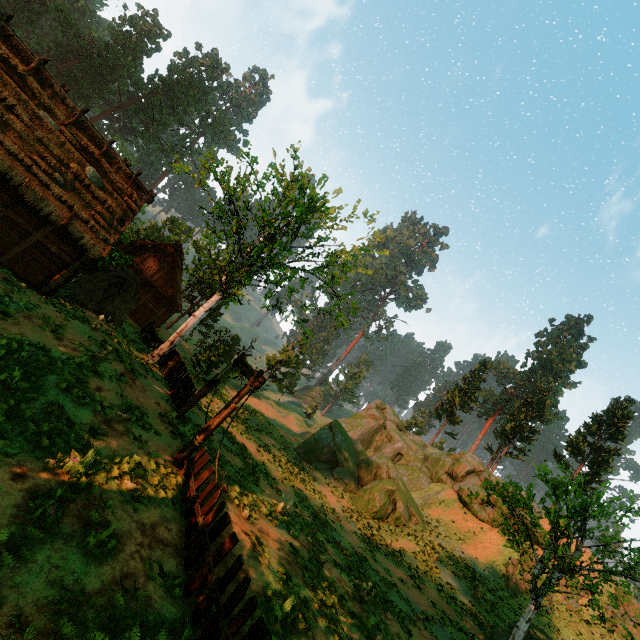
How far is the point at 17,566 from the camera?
5.1 meters

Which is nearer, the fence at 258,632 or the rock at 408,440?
the fence at 258,632

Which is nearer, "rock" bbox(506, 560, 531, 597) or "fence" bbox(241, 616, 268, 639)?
"fence" bbox(241, 616, 268, 639)

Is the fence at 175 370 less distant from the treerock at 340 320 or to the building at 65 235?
the treerock at 340 320

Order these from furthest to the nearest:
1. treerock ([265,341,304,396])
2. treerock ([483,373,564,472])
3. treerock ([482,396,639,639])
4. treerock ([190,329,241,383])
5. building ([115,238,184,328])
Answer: treerock ([265,341,304,396]), treerock ([483,373,564,472]), building ([115,238,184,328]), treerock ([190,329,241,383]), treerock ([482,396,639,639])

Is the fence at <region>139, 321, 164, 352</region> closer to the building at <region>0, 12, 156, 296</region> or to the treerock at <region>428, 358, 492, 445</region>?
the treerock at <region>428, 358, 492, 445</region>

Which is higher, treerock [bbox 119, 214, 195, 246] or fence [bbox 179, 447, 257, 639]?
treerock [bbox 119, 214, 195, 246]

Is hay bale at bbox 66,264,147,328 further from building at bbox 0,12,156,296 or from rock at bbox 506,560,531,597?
rock at bbox 506,560,531,597
